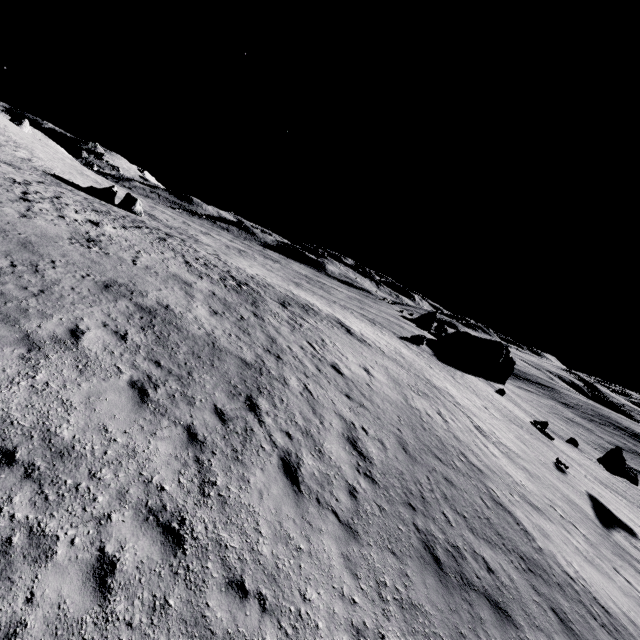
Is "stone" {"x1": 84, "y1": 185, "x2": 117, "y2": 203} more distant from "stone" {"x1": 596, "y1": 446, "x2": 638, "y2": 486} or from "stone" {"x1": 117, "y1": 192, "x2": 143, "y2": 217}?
"stone" {"x1": 596, "y1": 446, "x2": 638, "y2": 486}

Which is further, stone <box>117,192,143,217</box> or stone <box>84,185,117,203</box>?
stone <box>117,192,143,217</box>

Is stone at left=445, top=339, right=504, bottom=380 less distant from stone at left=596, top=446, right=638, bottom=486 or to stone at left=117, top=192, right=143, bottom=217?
stone at left=596, top=446, right=638, bottom=486

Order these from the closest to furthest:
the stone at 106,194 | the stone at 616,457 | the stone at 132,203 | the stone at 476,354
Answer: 1. the stone at 616,457
2. the stone at 106,194
3. the stone at 132,203
4. the stone at 476,354

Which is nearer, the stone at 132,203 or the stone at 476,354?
the stone at 132,203

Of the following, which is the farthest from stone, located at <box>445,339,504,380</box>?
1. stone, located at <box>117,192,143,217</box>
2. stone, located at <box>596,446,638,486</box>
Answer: stone, located at <box>117,192,143,217</box>

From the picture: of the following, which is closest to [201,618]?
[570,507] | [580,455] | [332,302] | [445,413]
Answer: [445,413]

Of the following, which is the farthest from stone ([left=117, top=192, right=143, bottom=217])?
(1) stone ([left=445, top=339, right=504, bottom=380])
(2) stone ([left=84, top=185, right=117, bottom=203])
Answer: (1) stone ([left=445, top=339, right=504, bottom=380])
